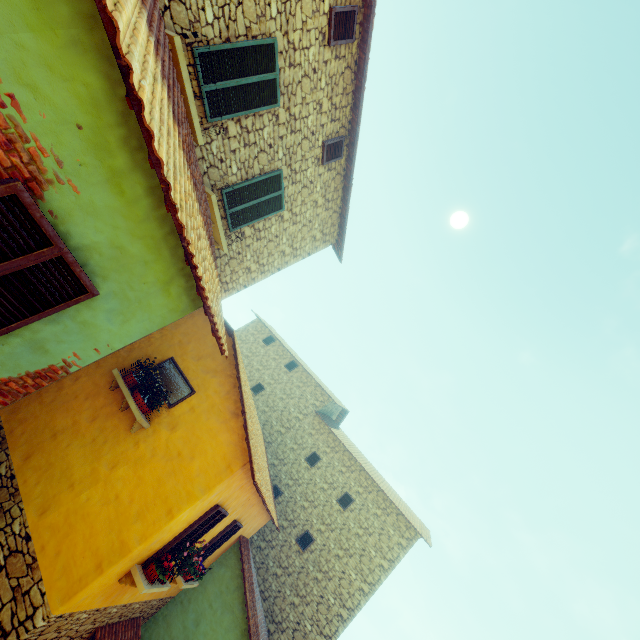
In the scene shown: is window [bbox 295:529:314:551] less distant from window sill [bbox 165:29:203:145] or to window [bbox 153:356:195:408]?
window [bbox 153:356:195:408]

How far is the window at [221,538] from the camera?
8.57m

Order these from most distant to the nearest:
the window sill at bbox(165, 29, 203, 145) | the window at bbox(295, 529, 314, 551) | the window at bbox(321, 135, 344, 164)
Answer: the window at bbox(295, 529, 314, 551)
the window at bbox(321, 135, 344, 164)
the window sill at bbox(165, 29, 203, 145)

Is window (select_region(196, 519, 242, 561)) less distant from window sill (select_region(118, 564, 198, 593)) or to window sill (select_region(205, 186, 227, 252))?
window sill (select_region(118, 564, 198, 593))

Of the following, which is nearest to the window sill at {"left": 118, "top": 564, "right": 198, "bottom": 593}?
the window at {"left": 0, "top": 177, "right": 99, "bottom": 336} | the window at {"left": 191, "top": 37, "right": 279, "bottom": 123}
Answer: the window at {"left": 0, "top": 177, "right": 99, "bottom": 336}

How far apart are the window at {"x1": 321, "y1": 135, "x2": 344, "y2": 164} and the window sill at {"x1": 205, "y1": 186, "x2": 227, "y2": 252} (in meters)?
3.17

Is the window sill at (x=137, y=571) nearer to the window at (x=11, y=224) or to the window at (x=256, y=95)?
the window at (x=11, y=224)

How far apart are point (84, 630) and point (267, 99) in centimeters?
1149cm
